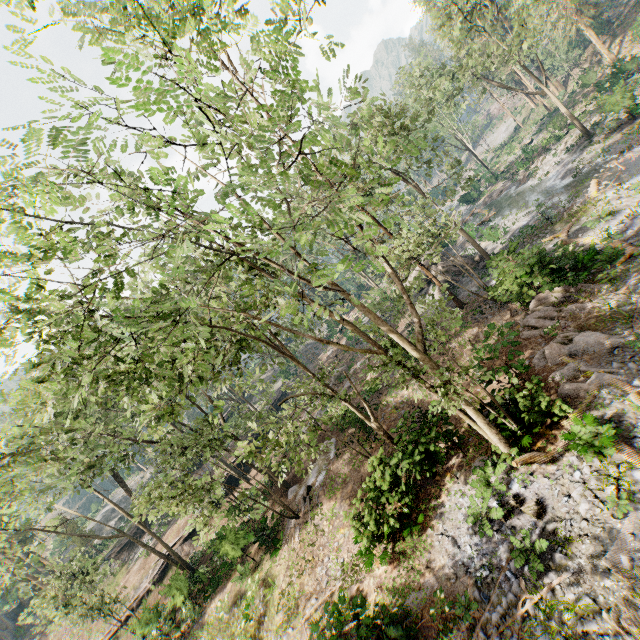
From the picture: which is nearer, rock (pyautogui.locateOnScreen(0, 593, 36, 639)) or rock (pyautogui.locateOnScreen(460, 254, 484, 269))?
rock (pyautogui.locateOnScreen(460, 254, 484, 269))

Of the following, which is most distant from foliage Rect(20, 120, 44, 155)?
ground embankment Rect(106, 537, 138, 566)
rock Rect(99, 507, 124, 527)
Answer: ground embankment Rect(106, 537, 138, 566)

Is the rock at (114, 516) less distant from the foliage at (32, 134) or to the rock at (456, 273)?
the foliage at (32, 134)

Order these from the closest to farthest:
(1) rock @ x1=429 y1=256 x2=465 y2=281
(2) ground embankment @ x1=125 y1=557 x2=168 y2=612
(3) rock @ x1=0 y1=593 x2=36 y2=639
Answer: (2) ground embankment @ x1=125 y1=557 x2=168 y2=612
(1) rock @ x1=429 y1=256 x2=465 y2=281
(3) rock @ x1=0 y1=593 x2=36 y2=639

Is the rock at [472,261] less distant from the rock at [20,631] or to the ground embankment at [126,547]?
the ground embankment at [126,547]

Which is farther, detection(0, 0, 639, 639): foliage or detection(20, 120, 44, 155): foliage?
detection(0, 0, 639, 639): foliage

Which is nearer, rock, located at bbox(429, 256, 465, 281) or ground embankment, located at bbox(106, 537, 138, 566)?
rock, located at bbox(429, 256, 465, 281)

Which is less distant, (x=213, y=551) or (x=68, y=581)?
(x=213, y=551)
